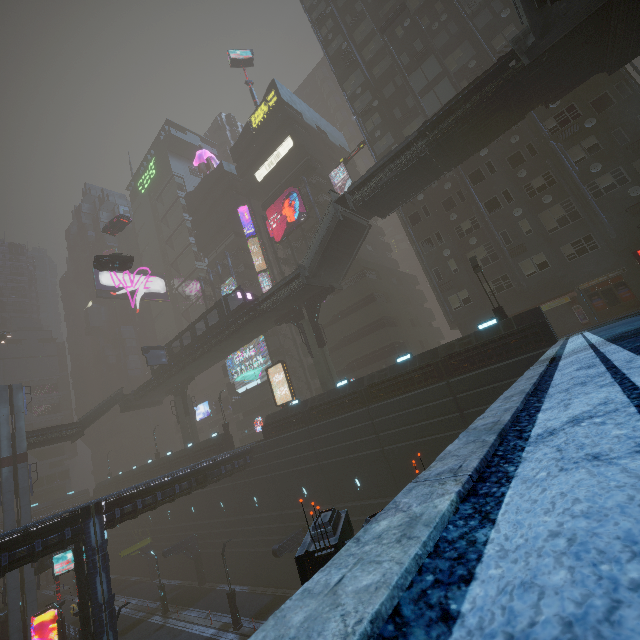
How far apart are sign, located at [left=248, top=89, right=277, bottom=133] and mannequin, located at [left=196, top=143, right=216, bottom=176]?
13.2 meters

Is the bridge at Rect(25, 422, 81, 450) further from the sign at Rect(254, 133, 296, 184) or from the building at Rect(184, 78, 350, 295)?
the sign at Rect(254, 133, 296, 184)

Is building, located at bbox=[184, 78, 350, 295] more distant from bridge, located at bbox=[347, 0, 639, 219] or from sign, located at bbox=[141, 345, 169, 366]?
sign, located at bbox=[141, 345, 169, 366]

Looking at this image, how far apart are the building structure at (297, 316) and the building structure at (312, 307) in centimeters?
68cm

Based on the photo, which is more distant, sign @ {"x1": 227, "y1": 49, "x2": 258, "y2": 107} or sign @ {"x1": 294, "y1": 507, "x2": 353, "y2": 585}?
sign @ {"x1": 227, "y1": 49, "x2": 258, "y2": 107}

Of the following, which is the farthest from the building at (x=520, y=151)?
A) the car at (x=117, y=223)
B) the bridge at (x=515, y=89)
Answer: the bridge at (x=515, y=89)

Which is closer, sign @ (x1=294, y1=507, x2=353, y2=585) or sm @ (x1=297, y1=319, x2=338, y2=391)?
sign @ (x1=294, y1=507, x2=353, y2=585)

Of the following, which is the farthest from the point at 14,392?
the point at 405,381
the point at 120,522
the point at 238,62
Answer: the point at 238,62
